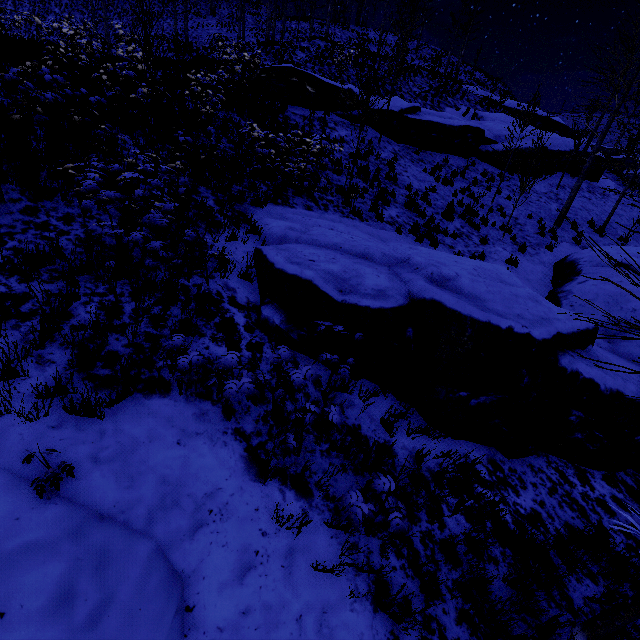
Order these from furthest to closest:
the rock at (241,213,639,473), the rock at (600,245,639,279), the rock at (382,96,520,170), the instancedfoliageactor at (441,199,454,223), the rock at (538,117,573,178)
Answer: the rock at (538,117,573,178)
the rock at (382,96,520,170)
the instancedfoliageactor at (441,199,454,223)
the rock at (600,245,639,279)
the rock at (241,213,639,473)

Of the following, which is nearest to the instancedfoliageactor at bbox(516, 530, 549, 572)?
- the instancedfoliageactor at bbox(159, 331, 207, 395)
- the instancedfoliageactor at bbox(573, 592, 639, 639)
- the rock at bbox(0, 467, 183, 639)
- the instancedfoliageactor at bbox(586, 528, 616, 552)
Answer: the instancedfoliageactor at bbox(586, 528, 616, 552)

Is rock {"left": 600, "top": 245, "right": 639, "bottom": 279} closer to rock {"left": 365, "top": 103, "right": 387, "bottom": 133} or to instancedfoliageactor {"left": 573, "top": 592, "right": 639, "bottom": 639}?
instancedfoliageactor {"left": 573, "top": 592, "right": 639, "bottom": 639}

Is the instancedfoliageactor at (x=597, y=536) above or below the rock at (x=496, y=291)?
below

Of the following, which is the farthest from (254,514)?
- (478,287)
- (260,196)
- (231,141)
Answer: (231,141)

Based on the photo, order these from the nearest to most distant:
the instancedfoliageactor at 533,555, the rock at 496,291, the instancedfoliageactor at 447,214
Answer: the instancedfoliageactor at 533,555, the rock at 496,291, the instancedfoliageactor at 447,214

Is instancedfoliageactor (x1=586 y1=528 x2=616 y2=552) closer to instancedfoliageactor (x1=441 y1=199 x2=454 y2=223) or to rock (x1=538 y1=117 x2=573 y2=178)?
rock (x1=538 y1=117 x2=573 y2=178)

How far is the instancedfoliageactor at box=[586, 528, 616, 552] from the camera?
3.8 meters
